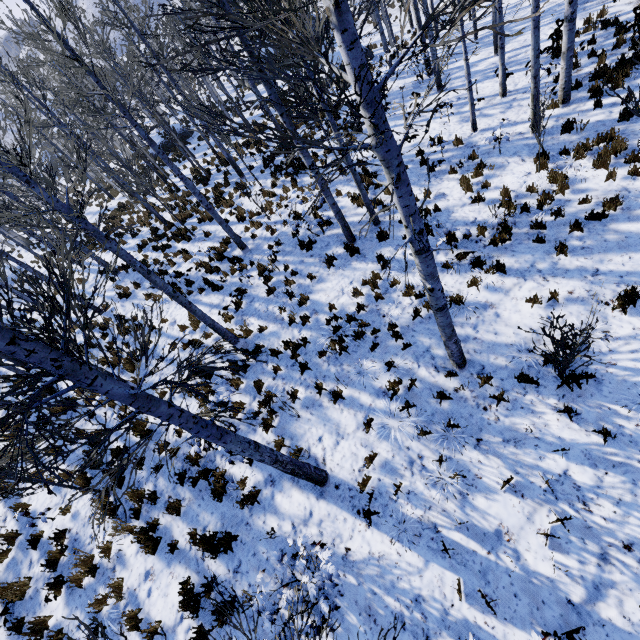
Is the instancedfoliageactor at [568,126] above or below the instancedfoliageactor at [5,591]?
below

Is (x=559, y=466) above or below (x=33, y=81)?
below

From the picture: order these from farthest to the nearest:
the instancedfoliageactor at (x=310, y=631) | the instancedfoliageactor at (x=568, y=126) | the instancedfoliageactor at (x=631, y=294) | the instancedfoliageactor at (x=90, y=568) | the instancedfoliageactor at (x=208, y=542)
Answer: the instancedfoliageactor at (x=568, y=126) < the instancedfoliageactor at (x=90, y=568) < the instancedfoliageactor at (x=208, y=542) < the instancedfoliageactor at (x=631, y=294) < the instancedfoliageactor at (x=310, y=631)

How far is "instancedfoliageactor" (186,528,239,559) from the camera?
6.13m

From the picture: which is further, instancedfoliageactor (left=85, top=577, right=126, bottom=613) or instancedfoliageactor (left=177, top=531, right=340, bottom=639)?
instancedfoliageactor (left=85, top=577, right=126, bottom=613)

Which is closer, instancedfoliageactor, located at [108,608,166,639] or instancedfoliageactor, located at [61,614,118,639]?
instancedfoliageactor, located at [61,614,118,639]

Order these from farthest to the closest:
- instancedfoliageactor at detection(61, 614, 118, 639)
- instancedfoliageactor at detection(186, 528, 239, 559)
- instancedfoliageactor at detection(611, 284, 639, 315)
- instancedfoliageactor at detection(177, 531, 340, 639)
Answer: instancedfoliageactor at detection(186, 528, 239, 559)
instancedfoliageactor at detection(611, 284, 639, 315)
instancedfoliageactor at detection(177, 531, 340, 639)
instancedfoliageactor at detection(61, 614, 118, 639)
